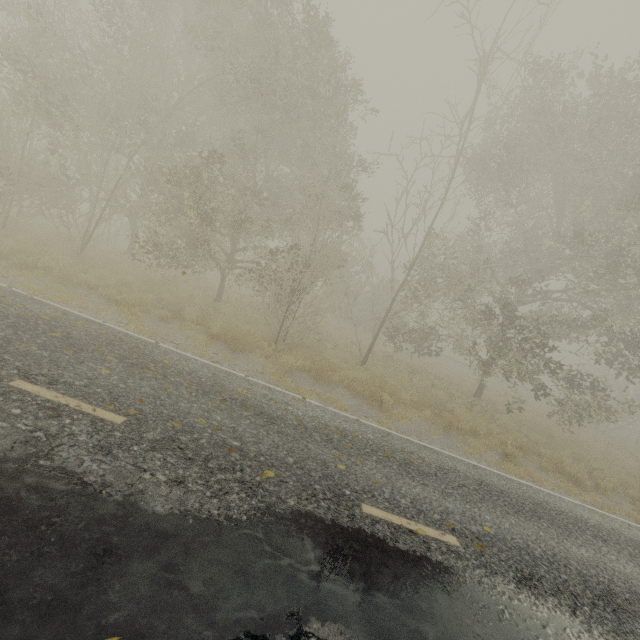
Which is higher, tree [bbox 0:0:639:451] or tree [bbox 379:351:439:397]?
tree [bbox 0:0:639:451]

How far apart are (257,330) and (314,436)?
8.2m

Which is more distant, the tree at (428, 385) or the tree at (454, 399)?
the tree at (428, 385)

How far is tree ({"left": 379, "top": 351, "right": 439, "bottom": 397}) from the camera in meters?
14.7 m

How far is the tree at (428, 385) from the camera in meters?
14.7 m

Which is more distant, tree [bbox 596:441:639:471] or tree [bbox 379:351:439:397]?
tree [bbox 596:441:639:471]
